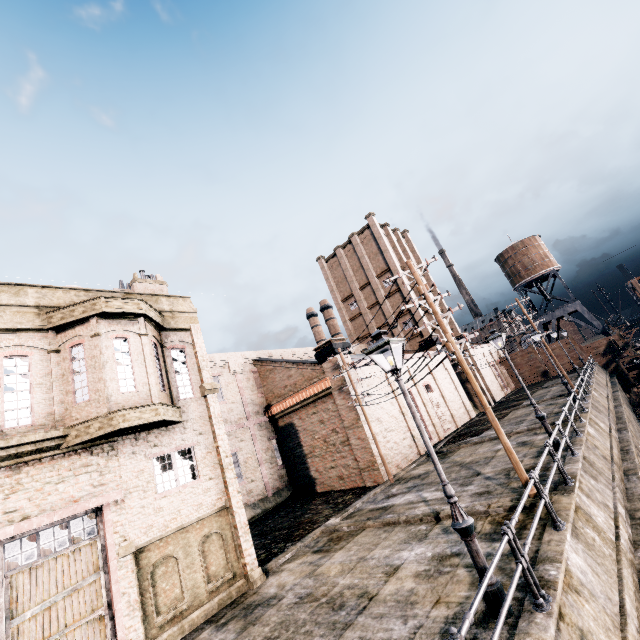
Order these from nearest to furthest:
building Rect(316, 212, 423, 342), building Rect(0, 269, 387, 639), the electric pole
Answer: building Rect(0, 269, 387, 639) → the electric pole → building Rect(316, 212, 423, 342)

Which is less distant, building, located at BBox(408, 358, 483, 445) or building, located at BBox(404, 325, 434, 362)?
building, located at BBox(408, 358, 483, 445)

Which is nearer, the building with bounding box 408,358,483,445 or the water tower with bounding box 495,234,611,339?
the building with bounding box 408,358,483,445

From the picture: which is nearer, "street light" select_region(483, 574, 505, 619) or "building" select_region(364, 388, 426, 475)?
"street light" select_region(483, 574, 505, 619)

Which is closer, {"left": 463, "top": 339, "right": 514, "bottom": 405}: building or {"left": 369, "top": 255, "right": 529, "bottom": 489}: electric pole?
{"left": 369, "top": 255, "right": 529, "bottom": 489}: electric pole

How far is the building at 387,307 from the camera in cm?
4194

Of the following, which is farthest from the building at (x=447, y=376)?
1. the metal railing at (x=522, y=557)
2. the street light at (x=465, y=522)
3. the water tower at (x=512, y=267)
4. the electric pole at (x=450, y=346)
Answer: the metal railing at (x=522, y=557)

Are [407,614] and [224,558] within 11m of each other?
yes
